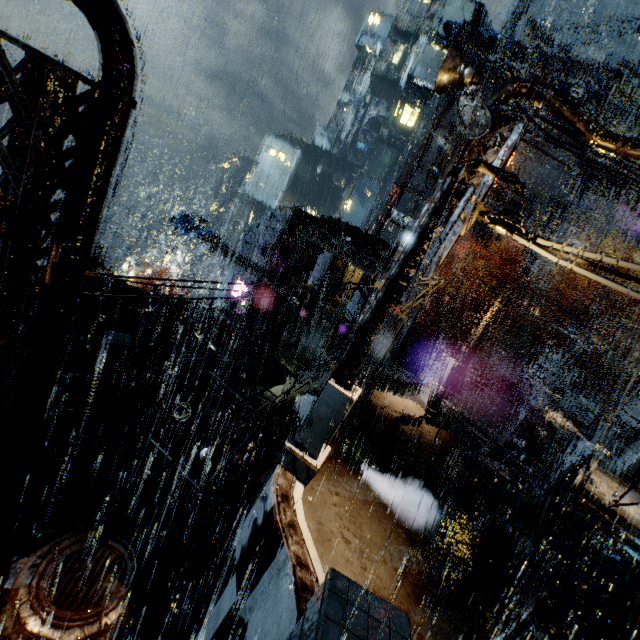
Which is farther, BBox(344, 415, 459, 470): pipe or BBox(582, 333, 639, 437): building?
BBox(582, 333, 639, 437): building

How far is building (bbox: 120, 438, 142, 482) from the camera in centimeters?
1535cm

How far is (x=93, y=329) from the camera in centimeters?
1520cm

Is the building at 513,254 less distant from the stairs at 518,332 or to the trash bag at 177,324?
Result: the trash bag at 177,324

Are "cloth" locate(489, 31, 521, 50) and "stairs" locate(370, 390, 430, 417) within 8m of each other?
no

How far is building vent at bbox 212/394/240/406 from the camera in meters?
16.8 m

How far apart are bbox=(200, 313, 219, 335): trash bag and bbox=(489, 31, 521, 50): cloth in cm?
4705

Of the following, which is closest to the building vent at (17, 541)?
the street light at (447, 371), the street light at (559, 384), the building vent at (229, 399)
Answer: the building vent at (229, 399)
